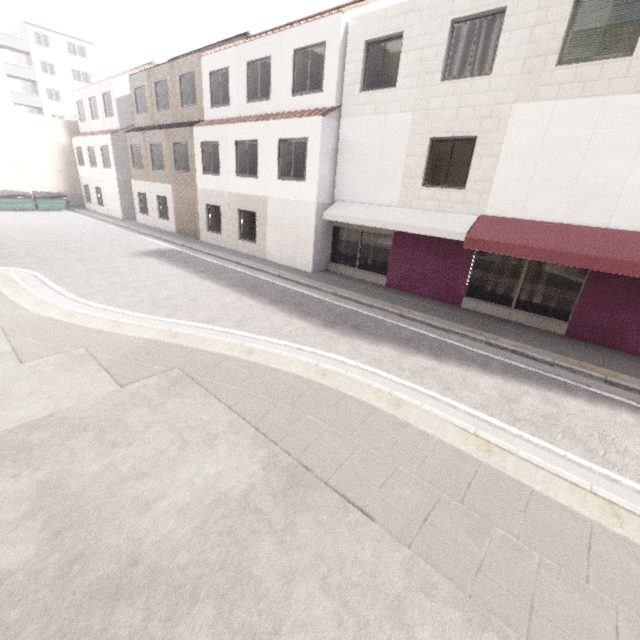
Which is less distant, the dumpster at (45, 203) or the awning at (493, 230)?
the awning at (493, 230)

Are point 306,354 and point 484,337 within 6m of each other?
yes

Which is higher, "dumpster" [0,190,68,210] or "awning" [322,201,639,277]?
"awning" [322,201,639,277]

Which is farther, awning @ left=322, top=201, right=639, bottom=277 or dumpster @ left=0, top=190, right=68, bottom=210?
dumpster @ left=0, top=190, right=68, bottom=210

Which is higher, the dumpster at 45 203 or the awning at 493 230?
the awning at 493 230
